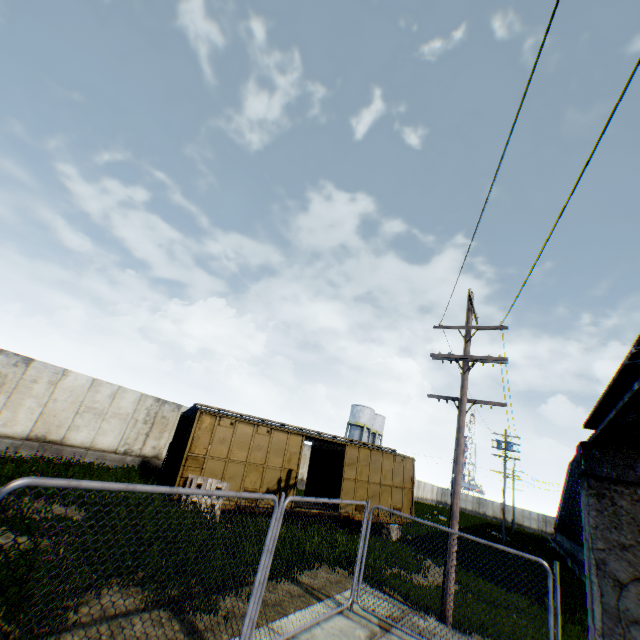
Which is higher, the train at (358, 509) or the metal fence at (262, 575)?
A: the train at (358, 509)

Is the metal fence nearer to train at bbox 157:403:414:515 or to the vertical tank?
train at bbox 157:403:414:515

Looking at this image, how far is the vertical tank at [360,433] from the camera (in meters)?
53.59

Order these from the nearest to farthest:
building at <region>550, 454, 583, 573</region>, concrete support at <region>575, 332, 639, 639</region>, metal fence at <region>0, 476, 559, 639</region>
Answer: concrete support at <region>575, 332, 639, 639</region>, metal fence at <region>0, 476, 559, 639</region>, building at <region>550, 454, 583, 573</region>

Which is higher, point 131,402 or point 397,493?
point 131,402

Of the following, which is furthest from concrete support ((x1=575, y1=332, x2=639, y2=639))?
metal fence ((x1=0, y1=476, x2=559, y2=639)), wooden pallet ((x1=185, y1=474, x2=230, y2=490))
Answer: wooden pallet ((x1=185, y1=474, x2=230, y2=490))

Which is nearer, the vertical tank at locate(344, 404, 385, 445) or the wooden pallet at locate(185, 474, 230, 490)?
the wooden pallet at locate(185, 474, 230, 490)

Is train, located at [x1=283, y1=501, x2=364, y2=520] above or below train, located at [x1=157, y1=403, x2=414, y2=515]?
below
